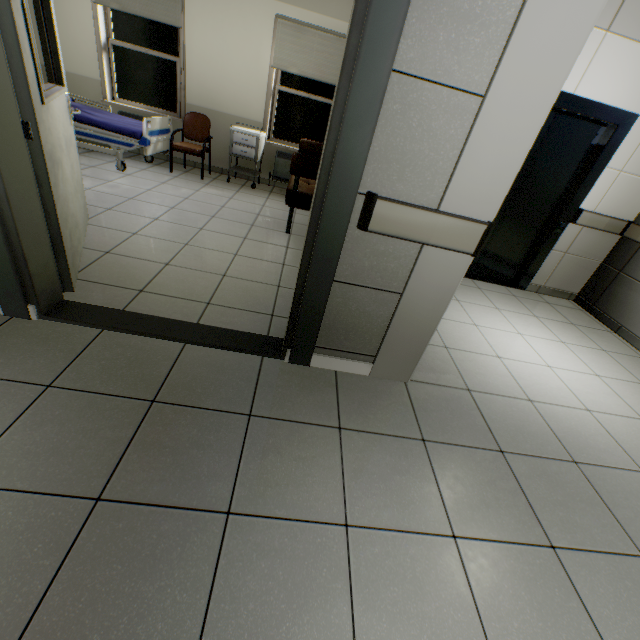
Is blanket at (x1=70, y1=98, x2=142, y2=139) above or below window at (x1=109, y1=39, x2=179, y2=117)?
below

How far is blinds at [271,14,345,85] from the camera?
4.9 meters

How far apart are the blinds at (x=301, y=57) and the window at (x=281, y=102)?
0.2m

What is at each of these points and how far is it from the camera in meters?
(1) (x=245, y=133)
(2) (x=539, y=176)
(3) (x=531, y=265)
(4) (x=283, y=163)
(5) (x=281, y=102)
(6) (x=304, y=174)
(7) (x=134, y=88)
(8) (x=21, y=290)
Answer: (1) cabinet, 5.2
(2) elevator door, 3.8
(3) elevator, 4.2
(4) radiator, 5.9
(5) window, 5.6
(6) sofa, 3.7
(7) window, 5.5
(8) door, 1.8

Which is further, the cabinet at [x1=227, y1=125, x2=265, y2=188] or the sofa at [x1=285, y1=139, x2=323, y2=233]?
the cabinet at [x1=227, y1=125, x2=265, y2=188]

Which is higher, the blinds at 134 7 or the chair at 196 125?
the blinds at 134 7

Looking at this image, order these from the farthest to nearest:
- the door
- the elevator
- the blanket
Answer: the blanket < the elevator < the door

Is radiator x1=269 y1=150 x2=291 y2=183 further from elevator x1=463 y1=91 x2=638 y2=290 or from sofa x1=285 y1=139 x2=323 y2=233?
elevator x1=463 y1=91 x2=638 y2=290
